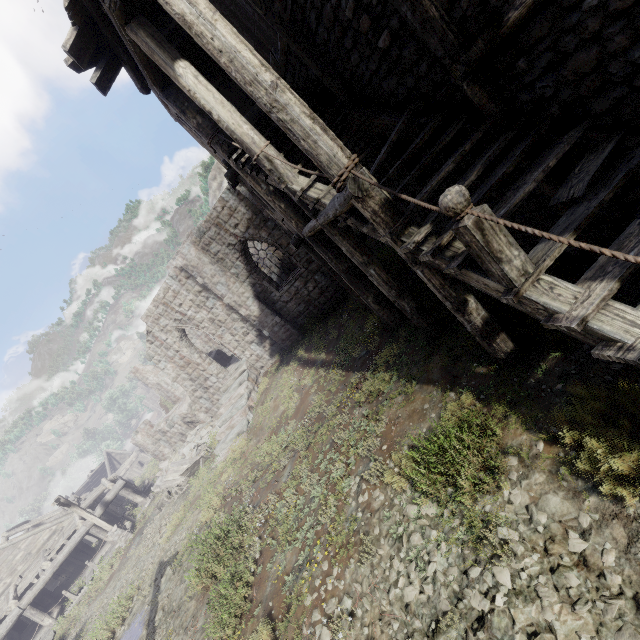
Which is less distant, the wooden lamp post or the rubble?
the wooden lamp post

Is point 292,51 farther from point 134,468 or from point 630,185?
point 134,468

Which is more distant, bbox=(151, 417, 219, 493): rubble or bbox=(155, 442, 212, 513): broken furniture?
bbox=(151, 417, 219, 493): rubble

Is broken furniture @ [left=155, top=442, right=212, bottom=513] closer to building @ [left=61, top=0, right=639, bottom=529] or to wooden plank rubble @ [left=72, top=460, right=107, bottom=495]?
building @ [left=61, top=0, right=639, bottom=529]

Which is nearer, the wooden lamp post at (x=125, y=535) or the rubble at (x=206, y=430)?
the wooden lamp post at (x=125, y=535)

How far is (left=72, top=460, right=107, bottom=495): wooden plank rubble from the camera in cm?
4239

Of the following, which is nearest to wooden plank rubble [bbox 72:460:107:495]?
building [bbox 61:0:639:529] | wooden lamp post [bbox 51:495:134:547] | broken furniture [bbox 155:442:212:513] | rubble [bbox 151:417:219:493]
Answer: building [bbox 61:0:639:529]

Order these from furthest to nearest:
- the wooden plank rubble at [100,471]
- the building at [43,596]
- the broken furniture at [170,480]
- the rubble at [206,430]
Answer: the wooden plank rubble at [100,471] < the rubble at [206,430] < the building at [43,596] < the broken furniture at [170,480]
